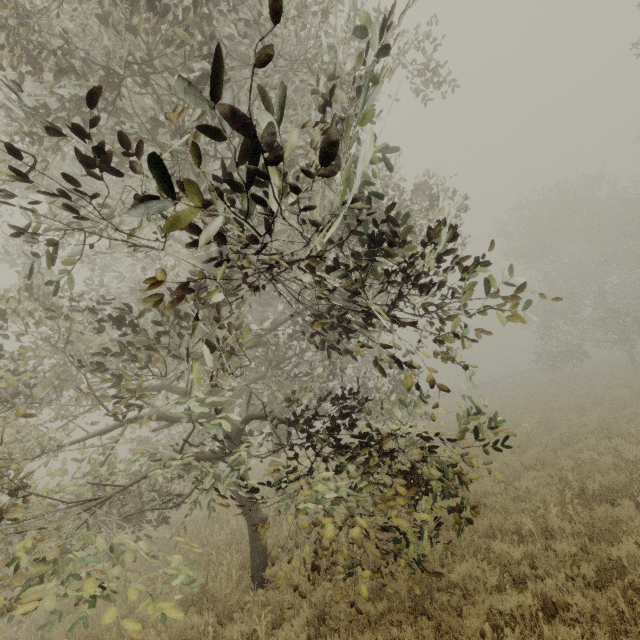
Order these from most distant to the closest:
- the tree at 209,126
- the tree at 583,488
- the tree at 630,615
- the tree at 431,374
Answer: the tree at 583,488
the tree at 630,615
the tree at 431,374
the tree at 209,126

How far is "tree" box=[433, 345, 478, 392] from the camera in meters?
2.7 m

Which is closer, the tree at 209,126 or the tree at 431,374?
the tree at 209,126

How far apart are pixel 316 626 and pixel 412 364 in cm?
528

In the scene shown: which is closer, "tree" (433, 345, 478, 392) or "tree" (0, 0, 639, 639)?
"tree" (0, 0, 639, 639)

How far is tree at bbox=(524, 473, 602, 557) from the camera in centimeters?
573cm
